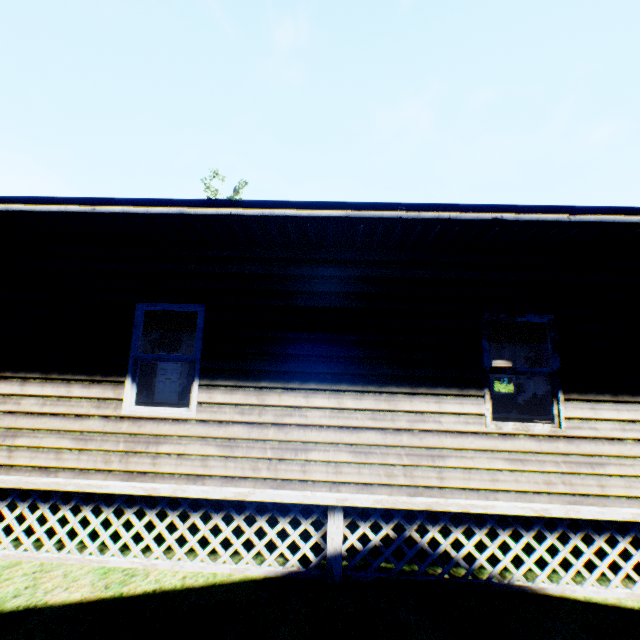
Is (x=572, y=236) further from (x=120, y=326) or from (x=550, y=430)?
(x=120, y=326)
